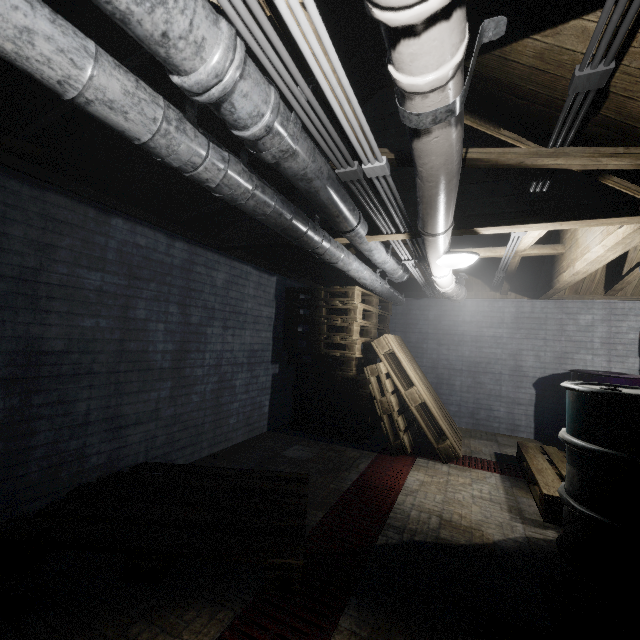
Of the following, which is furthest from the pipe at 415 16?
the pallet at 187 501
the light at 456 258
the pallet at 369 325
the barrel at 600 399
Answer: the pallet at 187 501

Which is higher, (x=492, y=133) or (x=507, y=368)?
(x=492, y=133)

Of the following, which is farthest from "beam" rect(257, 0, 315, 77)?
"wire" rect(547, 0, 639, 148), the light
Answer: the light

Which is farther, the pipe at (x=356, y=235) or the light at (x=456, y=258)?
the light at (x=456, y=258)

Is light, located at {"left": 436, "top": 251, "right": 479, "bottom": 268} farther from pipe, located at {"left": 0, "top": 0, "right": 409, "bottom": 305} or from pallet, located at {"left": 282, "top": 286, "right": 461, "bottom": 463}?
pallet, located at {"left": 282, "top": 286, "right": 461, "bottom": 463}

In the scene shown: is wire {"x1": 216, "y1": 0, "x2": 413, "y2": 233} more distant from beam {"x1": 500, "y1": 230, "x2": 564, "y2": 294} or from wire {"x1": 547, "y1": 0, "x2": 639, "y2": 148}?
wire {"x1": 547, "y1": 0, "x2": 639, "y2": 148}

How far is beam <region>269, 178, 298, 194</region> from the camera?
2.18m

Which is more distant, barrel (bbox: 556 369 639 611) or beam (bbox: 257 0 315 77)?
barrel (bbox: 556 369 639 611)
